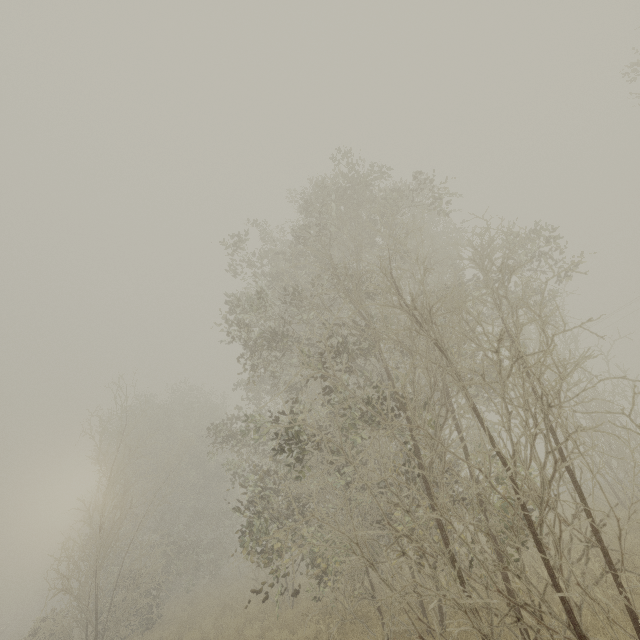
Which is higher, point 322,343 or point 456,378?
point 322,343
